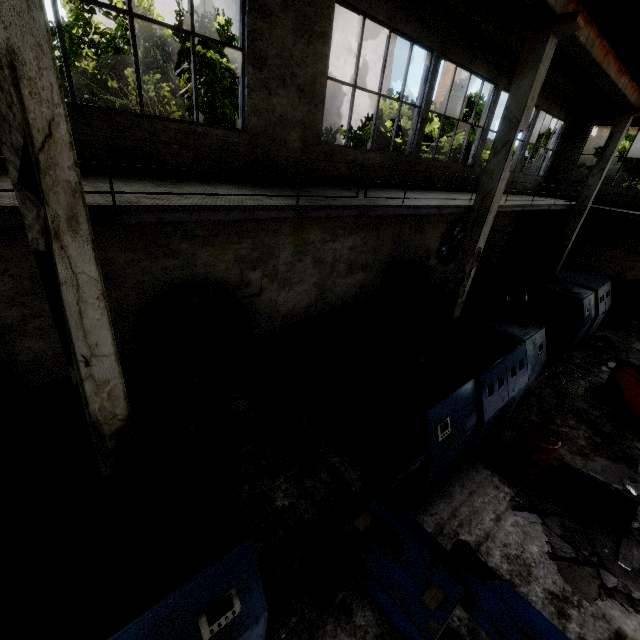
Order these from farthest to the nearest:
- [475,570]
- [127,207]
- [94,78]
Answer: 1. [94,78]
2. [127,207]
3. [475,570]

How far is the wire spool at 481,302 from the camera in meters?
10.0

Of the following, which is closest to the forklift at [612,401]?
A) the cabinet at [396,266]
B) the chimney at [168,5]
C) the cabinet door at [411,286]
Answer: the cabinet door at [411,286]

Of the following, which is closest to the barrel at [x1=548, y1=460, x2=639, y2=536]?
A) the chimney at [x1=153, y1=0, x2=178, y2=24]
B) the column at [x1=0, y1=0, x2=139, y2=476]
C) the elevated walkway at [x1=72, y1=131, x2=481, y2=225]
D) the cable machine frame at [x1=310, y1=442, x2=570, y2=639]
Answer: the cable machine frame at [x1=310, y1=442, x2=570, y2=639]

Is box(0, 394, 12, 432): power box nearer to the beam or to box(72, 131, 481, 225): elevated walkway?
box(72, 131, 481, 225): elevated walkway

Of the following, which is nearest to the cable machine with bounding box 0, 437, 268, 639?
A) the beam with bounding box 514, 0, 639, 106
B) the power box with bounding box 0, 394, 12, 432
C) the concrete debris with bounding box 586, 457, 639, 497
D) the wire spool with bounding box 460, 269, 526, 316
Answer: the power box with bounding box 0, 394, 12, 432

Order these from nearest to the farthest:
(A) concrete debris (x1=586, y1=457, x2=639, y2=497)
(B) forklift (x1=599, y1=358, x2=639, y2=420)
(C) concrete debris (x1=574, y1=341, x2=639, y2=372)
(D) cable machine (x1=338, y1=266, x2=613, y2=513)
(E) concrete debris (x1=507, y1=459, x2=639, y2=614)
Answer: (E) concrete debris (x1=507, y1=459, x2=639, y2=614) < (D) cable machine (x1=338, y1=266, x2=613, y2=513) < (A) concrete debris (x1=586, y1=457, x2=639, y2=497) < (B) forklift (x1=599, y1=358, x2=639, y2=420) < (C) concrete debris (x1=574, y1=341, x2=639, y2=372)

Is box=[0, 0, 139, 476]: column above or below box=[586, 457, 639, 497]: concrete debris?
above
